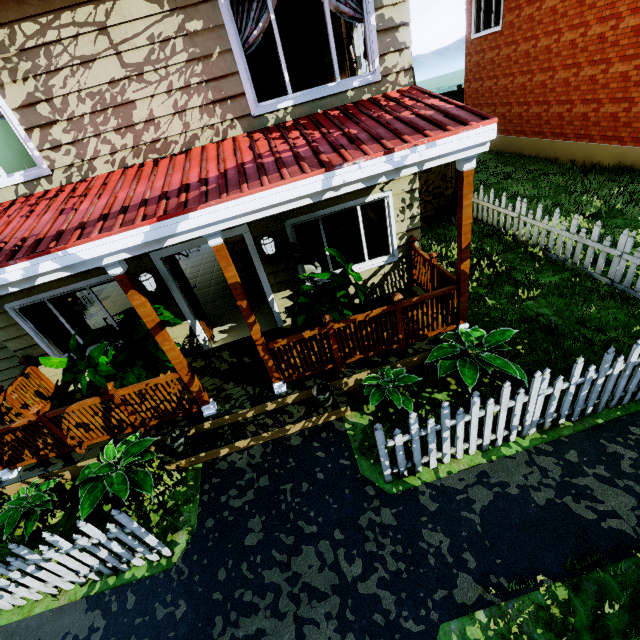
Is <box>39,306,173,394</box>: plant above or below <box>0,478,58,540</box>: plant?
above

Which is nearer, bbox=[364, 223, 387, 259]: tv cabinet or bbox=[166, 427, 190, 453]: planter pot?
bbox=[166, 427, 190, 453]: planter pot

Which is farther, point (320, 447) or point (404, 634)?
point (320, 447)

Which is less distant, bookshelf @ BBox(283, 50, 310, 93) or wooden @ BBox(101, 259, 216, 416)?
wooden @ BBox(101, 259, 216, 416)

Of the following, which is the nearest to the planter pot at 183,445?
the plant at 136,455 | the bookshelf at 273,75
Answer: the plant at 136,455

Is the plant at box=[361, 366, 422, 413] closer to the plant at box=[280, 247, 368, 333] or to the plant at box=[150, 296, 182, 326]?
the plant at box=[280, 247, 368, 333]

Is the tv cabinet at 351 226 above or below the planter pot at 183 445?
above

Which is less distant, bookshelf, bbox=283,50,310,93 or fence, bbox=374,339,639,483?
fence, bbox=374,339,639,483
